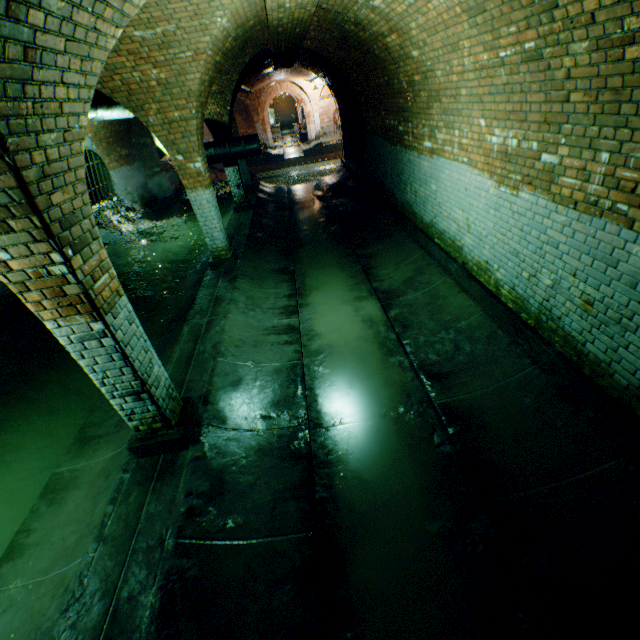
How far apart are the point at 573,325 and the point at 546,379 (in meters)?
0.71

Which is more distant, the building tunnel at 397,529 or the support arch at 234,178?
the support arch at 234,178

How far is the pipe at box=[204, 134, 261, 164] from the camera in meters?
10.4 m

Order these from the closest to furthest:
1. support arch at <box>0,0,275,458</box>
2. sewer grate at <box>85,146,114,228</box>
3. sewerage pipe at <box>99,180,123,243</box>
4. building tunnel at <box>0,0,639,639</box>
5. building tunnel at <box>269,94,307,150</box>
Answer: support arch at <box>0,0,275,458</box> < building tunnel at <box>0,0,639,639</box> < sewer grate at <box>85,146,114,228</box> < sewerage pipe at <box>99,180,123,243</box> < building tunnel at <box>269,94,307,150</box>

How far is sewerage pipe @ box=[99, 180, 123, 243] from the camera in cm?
1078

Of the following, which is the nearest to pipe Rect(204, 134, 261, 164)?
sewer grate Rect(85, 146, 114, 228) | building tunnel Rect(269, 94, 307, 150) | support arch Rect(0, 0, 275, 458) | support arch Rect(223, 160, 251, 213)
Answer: support arch Rect(223, 160, 251, 213)

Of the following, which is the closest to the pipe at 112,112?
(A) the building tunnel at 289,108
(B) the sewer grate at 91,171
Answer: (B) the sewer grate at 91,171

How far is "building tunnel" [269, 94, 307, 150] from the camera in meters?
31.7 m
